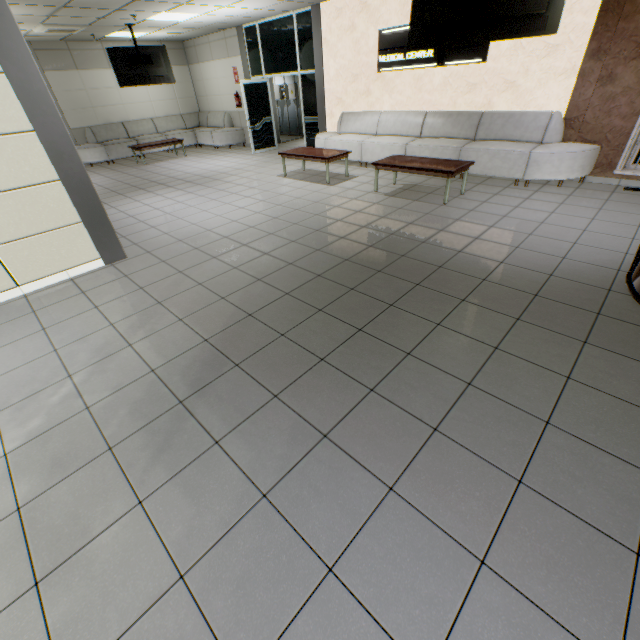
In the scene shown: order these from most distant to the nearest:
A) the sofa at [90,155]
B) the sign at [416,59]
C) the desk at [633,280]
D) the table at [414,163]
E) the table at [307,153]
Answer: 1. the sofa at [90,155]
2. the table at [307,153]
3. the sign at [416,59]
4. the table at [414,163]
5. the desk at [633,280]

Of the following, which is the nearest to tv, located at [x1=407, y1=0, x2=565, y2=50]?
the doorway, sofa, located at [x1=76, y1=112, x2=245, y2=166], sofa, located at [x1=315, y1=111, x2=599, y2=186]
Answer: sofa, located at [x1=315, y1=111, x2=599, y2=186]

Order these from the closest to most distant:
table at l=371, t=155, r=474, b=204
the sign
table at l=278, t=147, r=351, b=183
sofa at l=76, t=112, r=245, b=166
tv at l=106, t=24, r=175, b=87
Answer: table at l=371, t=155, r=474, b=204 < the sign < table at l=278, t=147, r=351, b=183 < tv at l=106, t=24, r=175, b=87 < sofa at l=76, t=112, r=245, b=166

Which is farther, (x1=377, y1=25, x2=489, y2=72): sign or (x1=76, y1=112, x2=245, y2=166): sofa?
(x1=76, y1=112, x2=245, y2=166): sofa

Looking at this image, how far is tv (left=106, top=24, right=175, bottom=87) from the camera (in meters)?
8.54

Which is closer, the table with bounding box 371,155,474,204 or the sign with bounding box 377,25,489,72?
the table with bounding box 371,155,474,204

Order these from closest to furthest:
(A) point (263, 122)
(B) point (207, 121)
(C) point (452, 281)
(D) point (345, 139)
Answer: (C) point (452, 281), (D) point (345, 139), (A) point (263, 122), (B) point (207, 121)

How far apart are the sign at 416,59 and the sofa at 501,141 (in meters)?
0.76
